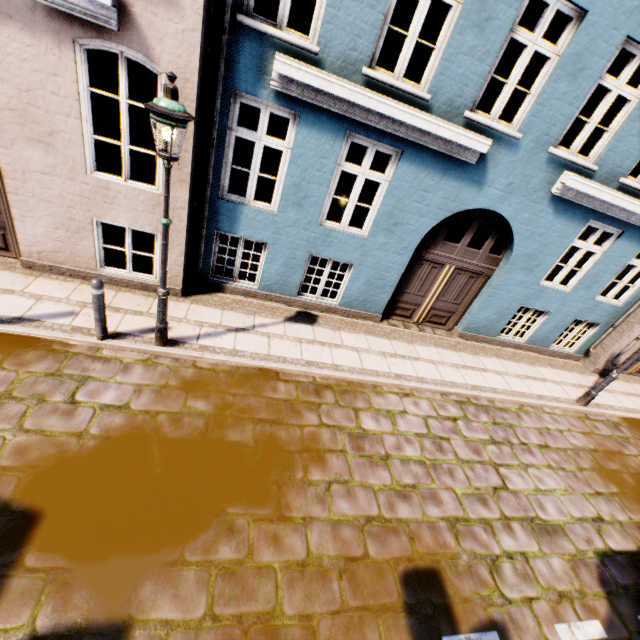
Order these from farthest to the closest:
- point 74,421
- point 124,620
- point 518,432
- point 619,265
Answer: point 619,265, point 518,432, point 74,421, point 124,620

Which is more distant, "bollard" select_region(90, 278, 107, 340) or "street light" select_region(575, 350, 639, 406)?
"street light" select_region(575, 350, 639, 406)

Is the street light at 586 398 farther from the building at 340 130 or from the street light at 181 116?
the street light at 181 116

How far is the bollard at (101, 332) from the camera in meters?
4.7 m

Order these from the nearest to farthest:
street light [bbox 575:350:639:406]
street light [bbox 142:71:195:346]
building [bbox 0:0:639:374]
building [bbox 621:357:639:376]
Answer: street light [bbox 142:71:195:346], building [bbox 0:0:639:374], street light [bbox 575:350:639:406], building [bbox 621:357:639:376]

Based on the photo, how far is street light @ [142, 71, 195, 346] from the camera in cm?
344

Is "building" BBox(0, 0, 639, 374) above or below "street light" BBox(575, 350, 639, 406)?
above

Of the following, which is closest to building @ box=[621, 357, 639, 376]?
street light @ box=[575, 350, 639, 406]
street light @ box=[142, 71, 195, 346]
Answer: street light @ box=[142, 71, 195, 346]
